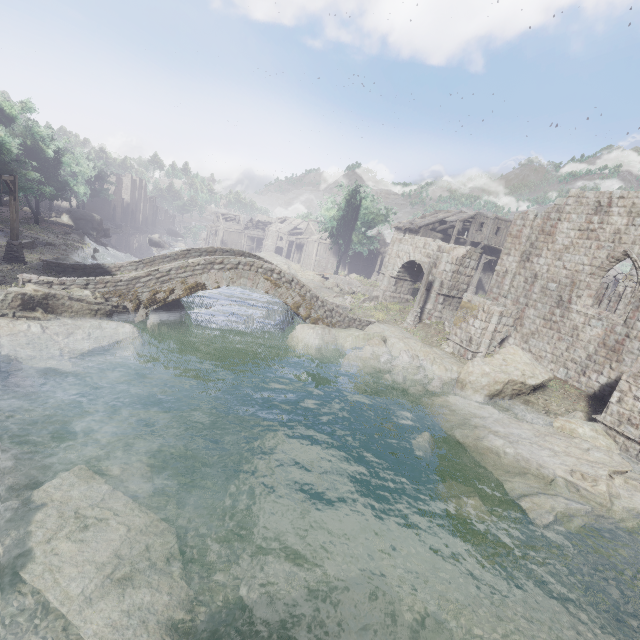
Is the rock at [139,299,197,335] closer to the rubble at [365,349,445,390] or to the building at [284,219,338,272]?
the rubble at [365,349,445,390]

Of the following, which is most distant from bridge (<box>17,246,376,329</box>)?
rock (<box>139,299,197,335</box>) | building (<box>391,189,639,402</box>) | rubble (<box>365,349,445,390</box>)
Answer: building (<box>391,189,639,402</box>)

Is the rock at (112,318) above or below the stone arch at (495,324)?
below

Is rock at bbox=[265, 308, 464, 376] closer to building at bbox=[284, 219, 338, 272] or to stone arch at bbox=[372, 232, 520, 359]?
stone arch at bbox=[372, 232, 520, 359]

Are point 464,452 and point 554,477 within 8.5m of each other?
yes

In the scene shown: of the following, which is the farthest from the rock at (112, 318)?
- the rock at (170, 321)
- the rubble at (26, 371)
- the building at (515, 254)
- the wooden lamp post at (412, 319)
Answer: the wooden lamp post at (412, 319)

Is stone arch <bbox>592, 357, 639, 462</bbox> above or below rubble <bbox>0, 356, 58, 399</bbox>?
above

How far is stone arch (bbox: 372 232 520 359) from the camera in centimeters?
1911cm
